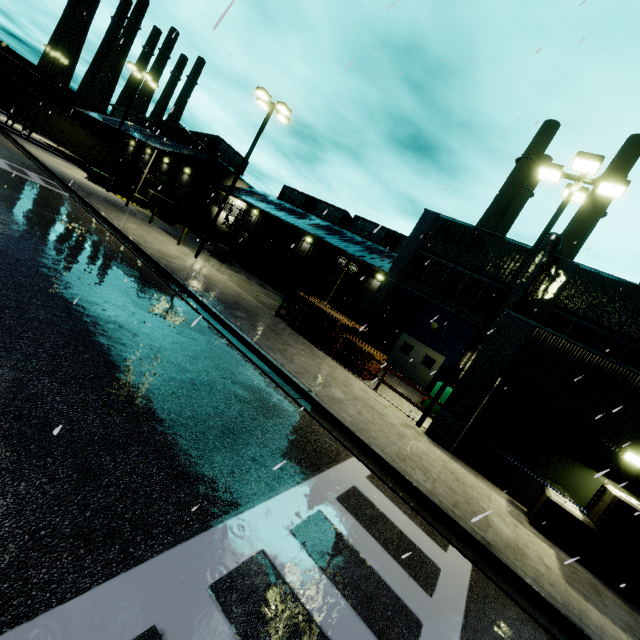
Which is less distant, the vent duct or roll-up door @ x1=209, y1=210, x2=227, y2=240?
the vent duct

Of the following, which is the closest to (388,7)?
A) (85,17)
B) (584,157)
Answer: (584,157)

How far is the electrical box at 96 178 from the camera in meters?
26.1 m

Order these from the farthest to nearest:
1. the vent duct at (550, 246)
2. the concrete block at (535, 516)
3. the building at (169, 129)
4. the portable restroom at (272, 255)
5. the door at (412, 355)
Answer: the building at (169, 129)
the portable restroom at (272, 255)
the door at (412, 355)
the vent duct at (550, 246)
the concrete block at (535, 516)

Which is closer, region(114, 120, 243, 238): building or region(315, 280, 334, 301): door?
region(315, 280, 334, 301): door

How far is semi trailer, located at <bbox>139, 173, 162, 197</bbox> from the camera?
37.8m

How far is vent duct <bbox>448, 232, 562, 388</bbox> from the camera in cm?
1628

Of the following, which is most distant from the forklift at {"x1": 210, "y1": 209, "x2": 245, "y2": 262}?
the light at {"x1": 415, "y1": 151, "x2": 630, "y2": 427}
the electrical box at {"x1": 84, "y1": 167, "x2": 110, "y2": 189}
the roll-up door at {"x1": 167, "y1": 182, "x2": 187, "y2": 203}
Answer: the light at {"x1": 415, "y1": 151, "x2": 630, "y2": 427}
